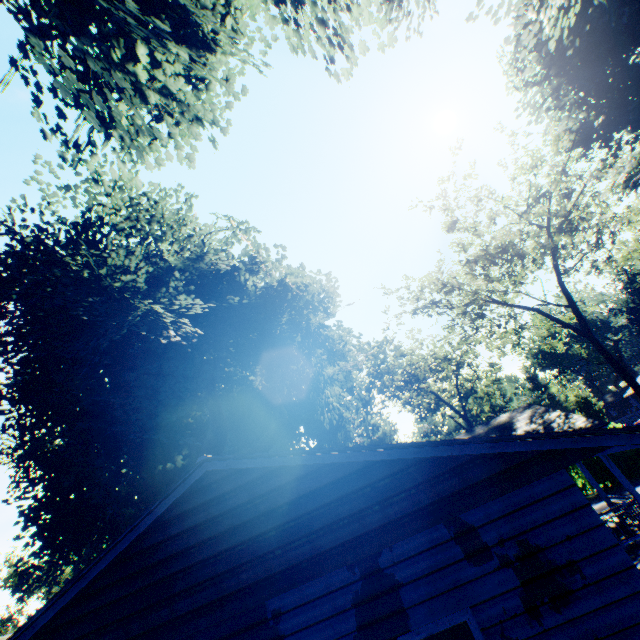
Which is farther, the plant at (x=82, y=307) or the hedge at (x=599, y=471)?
the hedge at (x=599, y=471)

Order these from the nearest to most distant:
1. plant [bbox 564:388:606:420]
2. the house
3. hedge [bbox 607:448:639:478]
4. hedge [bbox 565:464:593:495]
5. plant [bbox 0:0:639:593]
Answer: the house, plant [bbox 0:0:639:593], hedge [bbox 607:448:639:478], hedge [bbox 565:464:593:495], plant [bbox 564:388:606:420]

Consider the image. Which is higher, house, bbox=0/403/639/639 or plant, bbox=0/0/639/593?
plant, bbox=0/0/639/593

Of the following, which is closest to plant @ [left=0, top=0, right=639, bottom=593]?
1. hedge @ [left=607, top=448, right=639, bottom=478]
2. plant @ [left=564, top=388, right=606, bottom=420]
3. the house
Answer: the house

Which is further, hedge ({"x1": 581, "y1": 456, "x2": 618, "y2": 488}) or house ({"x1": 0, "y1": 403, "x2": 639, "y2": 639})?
hedge ({"x1": 581, "y1": 456, "x2": 618, "y2": 488})

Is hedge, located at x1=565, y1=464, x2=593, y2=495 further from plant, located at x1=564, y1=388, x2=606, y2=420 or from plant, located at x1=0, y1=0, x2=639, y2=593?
plant, located at x1=564, y1=388, x2=606, y2=420

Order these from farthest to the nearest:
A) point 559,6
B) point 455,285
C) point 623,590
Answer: point 455,285 → point 559,6 → point 623,590

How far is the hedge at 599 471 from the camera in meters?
20.6 m
